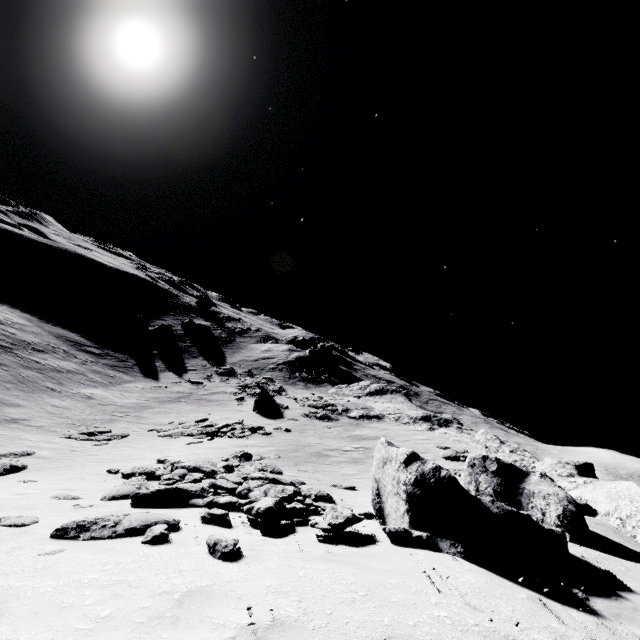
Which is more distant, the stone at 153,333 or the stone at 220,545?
the stone at 153,333

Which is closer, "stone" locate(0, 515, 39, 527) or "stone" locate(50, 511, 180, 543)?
"stone" locate(50, 511, 180, 543)

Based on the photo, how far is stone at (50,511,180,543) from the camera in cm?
573

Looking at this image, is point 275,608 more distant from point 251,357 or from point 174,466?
→ point 251,357

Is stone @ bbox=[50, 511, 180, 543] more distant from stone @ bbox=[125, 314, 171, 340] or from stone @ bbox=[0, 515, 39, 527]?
stone @ bbox=[125, 314, 171, 340]

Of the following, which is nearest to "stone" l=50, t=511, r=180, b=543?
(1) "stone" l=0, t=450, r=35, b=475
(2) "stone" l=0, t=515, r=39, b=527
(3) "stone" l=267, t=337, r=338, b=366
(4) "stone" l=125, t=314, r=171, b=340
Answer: (2) "stone" l=0, t=515, r=39, b=527

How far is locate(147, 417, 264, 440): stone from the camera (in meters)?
21.30

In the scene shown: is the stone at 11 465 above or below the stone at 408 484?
below
